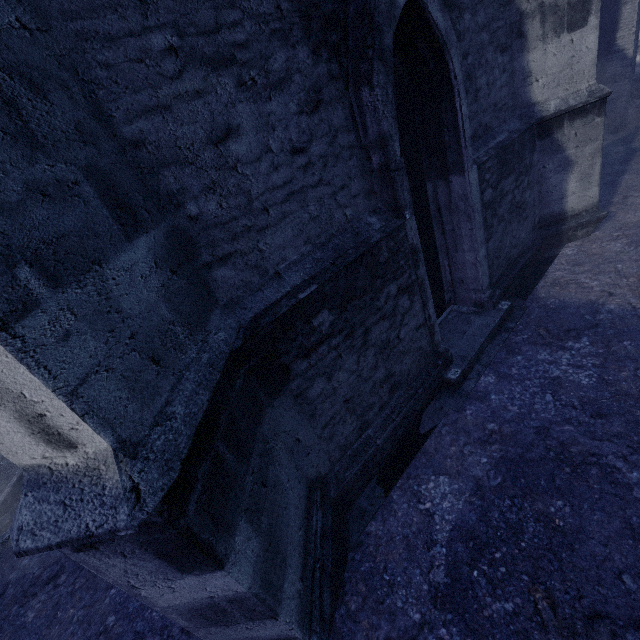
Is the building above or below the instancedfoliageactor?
above

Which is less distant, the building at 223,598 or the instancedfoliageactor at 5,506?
the building at 223,598

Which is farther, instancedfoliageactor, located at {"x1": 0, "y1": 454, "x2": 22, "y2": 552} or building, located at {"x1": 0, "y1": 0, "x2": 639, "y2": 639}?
instancedfoliageactor, located at {"x1": 0, "y1": 454, "x2": 22, "y2": 552}

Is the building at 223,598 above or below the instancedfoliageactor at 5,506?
above

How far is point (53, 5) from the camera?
1.7 meters
